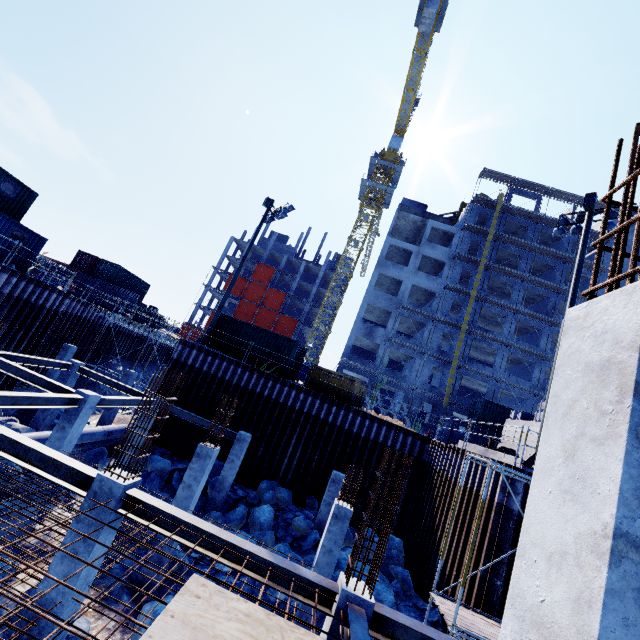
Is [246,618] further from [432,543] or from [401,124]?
[401,124]

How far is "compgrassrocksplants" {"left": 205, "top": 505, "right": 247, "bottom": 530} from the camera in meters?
13.9

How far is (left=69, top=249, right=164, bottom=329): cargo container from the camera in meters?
35.5

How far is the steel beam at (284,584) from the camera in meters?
5.8 m

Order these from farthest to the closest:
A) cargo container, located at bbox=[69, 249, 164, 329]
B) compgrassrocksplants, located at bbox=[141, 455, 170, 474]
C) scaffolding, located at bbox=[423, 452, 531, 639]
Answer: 1. cargo container, located at bbox=[69, 249, 164, 329]
2. compgrassrocksplants, located at bbox=[141, 455, 170, 474]
3. scaffolding, located at bbox=[423, 452, 531, 639]

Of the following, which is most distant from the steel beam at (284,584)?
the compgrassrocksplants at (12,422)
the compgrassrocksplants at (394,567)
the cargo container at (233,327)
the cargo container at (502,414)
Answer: the cargo container at (502,414)

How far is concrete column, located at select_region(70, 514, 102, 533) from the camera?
5.9m
